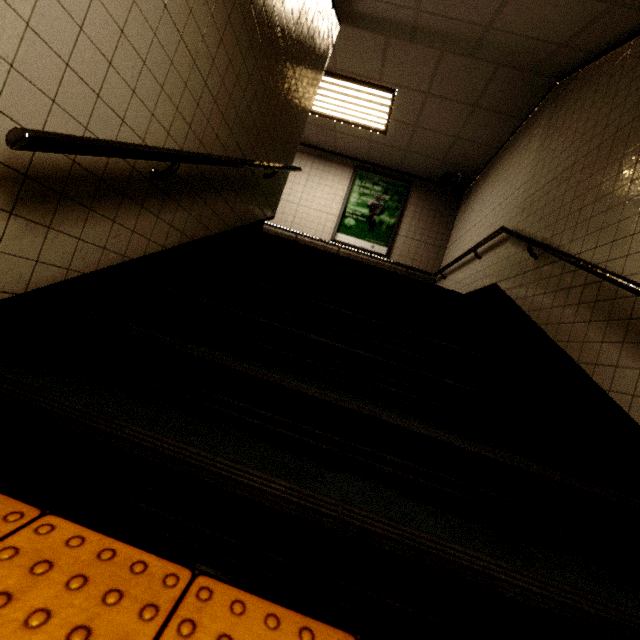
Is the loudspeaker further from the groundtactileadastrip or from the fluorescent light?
the groundtactileadastrip

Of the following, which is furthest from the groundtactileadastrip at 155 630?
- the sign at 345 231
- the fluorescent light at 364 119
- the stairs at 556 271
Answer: the sign at 345 231

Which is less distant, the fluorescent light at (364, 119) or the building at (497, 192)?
the building at (497, 192)

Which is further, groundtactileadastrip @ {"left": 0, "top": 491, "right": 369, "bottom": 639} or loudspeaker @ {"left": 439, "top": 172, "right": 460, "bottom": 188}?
loudspeaker @ {"left": 439, "top": 172, "right": 460, "bottom": 188}

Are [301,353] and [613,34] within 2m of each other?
no

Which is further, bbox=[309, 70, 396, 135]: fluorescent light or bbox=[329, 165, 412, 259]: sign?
bbox=[329, 165, 412, 259]: sign

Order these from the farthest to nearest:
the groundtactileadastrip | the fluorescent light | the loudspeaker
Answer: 1. the loudspeaker
2. the fluorescent light
3. the groundtactileadastrip

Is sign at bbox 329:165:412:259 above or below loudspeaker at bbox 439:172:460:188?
below
